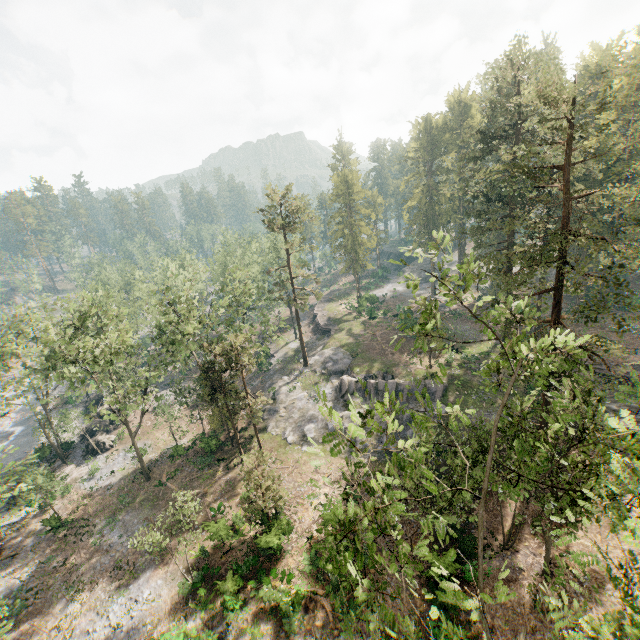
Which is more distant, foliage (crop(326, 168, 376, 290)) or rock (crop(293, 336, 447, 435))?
foliage (crop(326, 168, 376, 290))

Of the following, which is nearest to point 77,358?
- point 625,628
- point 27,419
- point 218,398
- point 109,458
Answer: point 218,398

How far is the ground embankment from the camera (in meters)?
54.28

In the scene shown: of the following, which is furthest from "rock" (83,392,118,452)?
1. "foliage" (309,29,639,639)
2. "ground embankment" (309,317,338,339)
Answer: "ground embankment" (309,317,338,339)

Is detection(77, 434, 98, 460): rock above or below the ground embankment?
below

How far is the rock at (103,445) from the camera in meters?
40.2 m

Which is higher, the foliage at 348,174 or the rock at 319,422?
the foliage at 348,174

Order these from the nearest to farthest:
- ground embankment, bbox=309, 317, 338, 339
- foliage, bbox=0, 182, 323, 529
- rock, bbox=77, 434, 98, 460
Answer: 1. foliage, bbox=0, 182, 323, 529
2. rock, bbox=77, 434, 98, 460
3. ground embankment, bbox=309, 317, 338, 339
